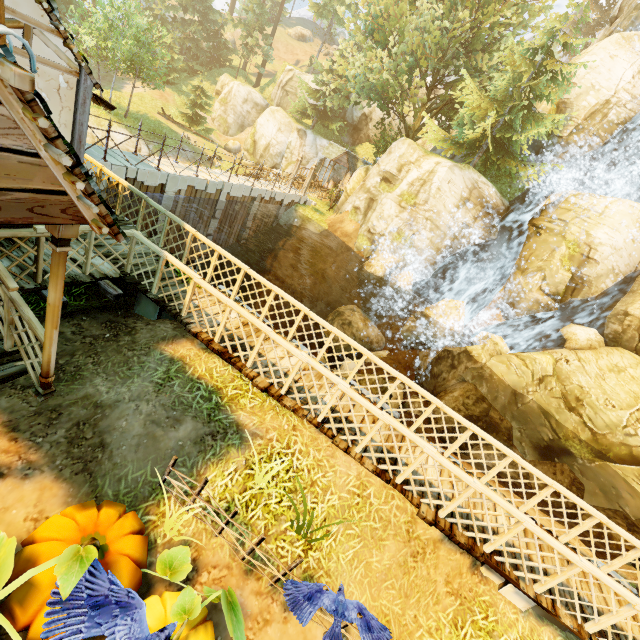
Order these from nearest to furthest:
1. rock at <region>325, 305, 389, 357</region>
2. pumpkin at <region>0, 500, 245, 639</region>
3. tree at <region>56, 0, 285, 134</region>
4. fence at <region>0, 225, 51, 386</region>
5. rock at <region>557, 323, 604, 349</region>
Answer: pumpkin at <region>0, 500, 245, 639</region>, fence at <region>0, 225, 51, 386</region>, rock at <region>557, 323, 604, 349</region>, rock at <region>325, 305, 389, 357</region>, tree at <region>56, 0, 285, 134</region>

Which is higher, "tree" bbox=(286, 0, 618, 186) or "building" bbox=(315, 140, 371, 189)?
Answer: "tree" bbox=(286, 0, 618, 186)

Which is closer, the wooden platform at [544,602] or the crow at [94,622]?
the crow at [94,622]

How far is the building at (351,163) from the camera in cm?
3198

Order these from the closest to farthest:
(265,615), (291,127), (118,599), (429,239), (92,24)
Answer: (118,599) → (265,615) → (429,239) → (92,24) → (291,127)

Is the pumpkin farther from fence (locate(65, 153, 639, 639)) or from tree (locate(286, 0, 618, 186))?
tree (locate(286, 0, 618, 186))

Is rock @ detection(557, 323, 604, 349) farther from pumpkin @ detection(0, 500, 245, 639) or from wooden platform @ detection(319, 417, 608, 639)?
Result: pumpkin @ detection(0, 500, 245, 639)

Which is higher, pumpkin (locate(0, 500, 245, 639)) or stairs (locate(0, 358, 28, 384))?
pumpkin (locate(0, 500, 245, 639))
